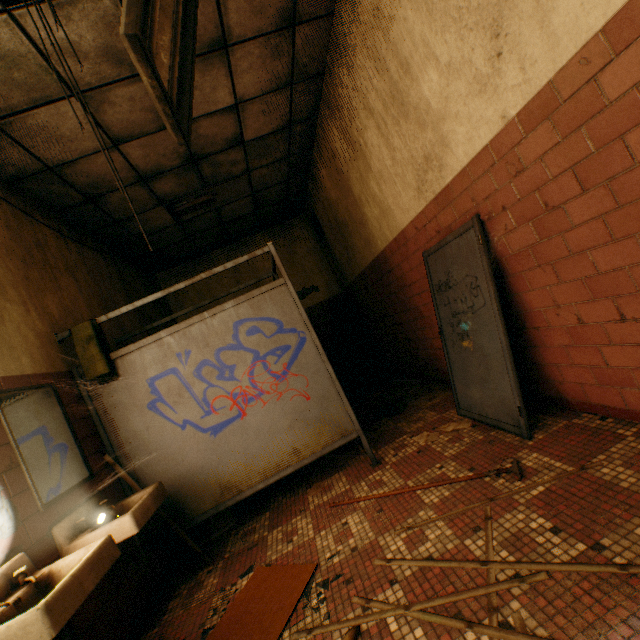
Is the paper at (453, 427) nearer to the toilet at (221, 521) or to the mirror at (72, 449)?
the toilet at (221, 521)

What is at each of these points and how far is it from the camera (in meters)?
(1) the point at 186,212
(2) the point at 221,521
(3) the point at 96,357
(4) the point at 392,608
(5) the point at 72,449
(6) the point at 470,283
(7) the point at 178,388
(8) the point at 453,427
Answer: (1) lamp, 5.23
(2) toilet, 3.17
(3) towel, 2.74
(4) blinds, 1.53
(5) mirror, 2.39
(6) restroom stall, 2.66
(7) restroom stall, 2.89
(8) paper, 3.03

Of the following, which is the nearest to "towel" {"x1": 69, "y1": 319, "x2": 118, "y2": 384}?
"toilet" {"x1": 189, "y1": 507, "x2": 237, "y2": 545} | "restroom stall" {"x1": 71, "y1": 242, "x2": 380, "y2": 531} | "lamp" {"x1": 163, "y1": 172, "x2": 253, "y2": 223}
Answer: "restroom stall" {"x1": 71, "y1": 242, "x2": 380, "y2": 531}

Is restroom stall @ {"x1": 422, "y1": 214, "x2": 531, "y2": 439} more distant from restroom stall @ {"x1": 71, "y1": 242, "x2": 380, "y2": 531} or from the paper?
restroom stall @ {"x1": 71, "y1": 242, "x2": 380, "y2": 531}

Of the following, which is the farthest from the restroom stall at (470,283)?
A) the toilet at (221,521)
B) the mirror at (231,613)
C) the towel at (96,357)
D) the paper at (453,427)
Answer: the towel at (96,357)

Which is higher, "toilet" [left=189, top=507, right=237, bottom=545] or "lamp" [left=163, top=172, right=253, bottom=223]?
"lamp" [left=163, top=172, right=253, bottom=223]

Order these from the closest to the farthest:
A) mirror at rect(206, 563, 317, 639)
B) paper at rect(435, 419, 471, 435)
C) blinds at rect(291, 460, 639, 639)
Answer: blinds at rect(291, 460, 639, 639) < mirror at rect(206, 563, 317, 639) < paper at rect(435, 419, 471, 435)

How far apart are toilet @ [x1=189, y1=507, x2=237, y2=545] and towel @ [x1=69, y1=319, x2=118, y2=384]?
1.0 meters
